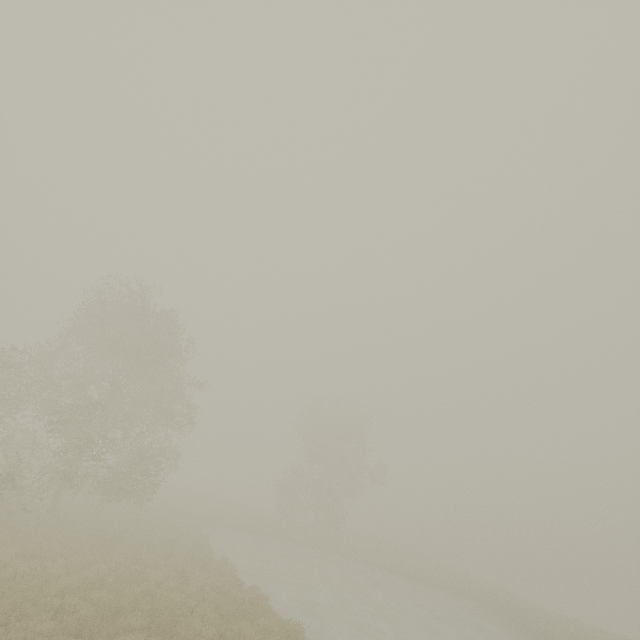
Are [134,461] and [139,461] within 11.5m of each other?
yes
